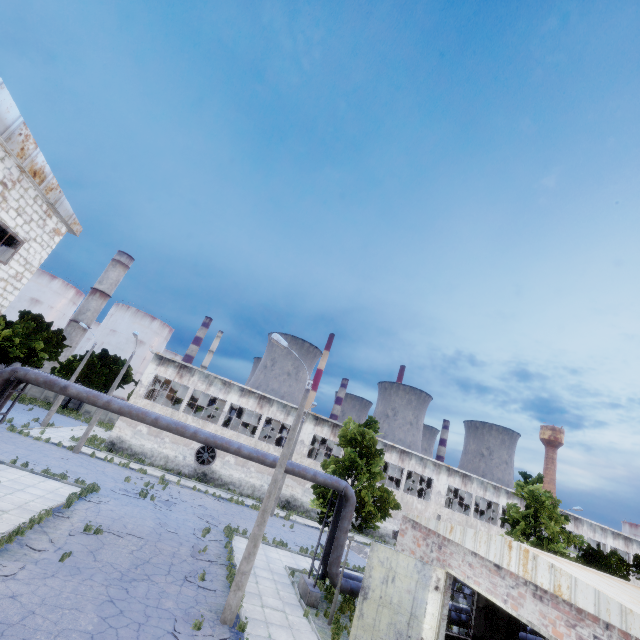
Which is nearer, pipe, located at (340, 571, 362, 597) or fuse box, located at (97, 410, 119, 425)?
pipe, located at (340, 571, 362, 597)

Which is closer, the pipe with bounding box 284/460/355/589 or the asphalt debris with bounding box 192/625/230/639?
the asphalt debris with bounding box 192/625/230/639

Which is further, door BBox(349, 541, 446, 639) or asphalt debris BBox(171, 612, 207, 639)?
door BBox(349, 541, 446, 639)

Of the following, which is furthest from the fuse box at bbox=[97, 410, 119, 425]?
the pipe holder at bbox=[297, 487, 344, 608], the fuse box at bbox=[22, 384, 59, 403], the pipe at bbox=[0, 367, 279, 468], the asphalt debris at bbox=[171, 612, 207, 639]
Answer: the asphalt debris at bbox=[171, 612, 207, 639]

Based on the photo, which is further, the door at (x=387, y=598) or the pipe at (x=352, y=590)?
the pipe at (x=352, y=590)

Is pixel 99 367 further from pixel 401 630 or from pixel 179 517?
pixel 401 630

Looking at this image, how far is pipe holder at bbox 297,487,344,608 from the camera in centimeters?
1466cm

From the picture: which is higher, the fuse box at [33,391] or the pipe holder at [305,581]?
the fuse box at [33,391]
